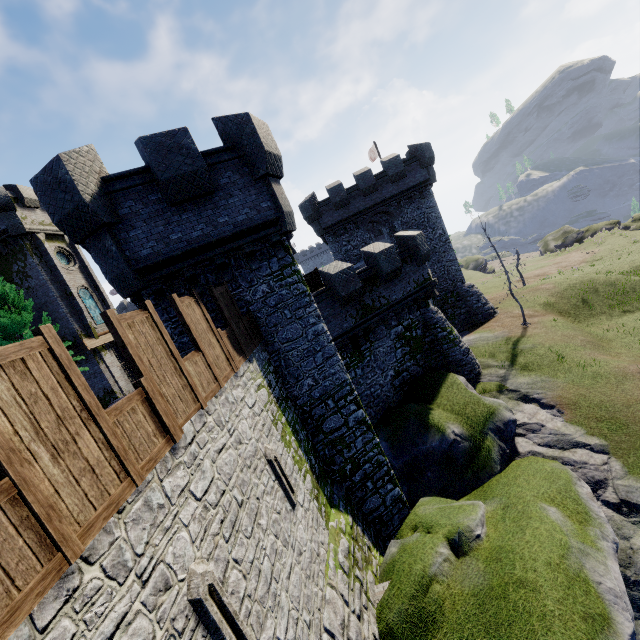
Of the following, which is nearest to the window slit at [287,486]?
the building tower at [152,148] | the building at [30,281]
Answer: the building tower at [152,148]

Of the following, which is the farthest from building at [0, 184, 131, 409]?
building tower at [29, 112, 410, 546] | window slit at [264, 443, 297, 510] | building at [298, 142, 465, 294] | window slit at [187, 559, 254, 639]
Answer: window slit at [187, 559, 254, 639]

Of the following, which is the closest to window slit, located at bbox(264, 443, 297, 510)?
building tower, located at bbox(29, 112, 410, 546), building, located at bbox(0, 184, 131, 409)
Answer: building tower, located at bbox(29, 112, 410, 546)

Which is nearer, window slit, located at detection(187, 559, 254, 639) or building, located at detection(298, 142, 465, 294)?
window slit, located at detection(187, 559, 254, 639)

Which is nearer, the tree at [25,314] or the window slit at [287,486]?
the window slit at [287,486]

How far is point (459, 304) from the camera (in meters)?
28.30

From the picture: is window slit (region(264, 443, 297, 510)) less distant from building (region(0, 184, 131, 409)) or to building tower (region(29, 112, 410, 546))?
building tower (region(29, 112, 410, 546))

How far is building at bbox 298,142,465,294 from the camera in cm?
2641
